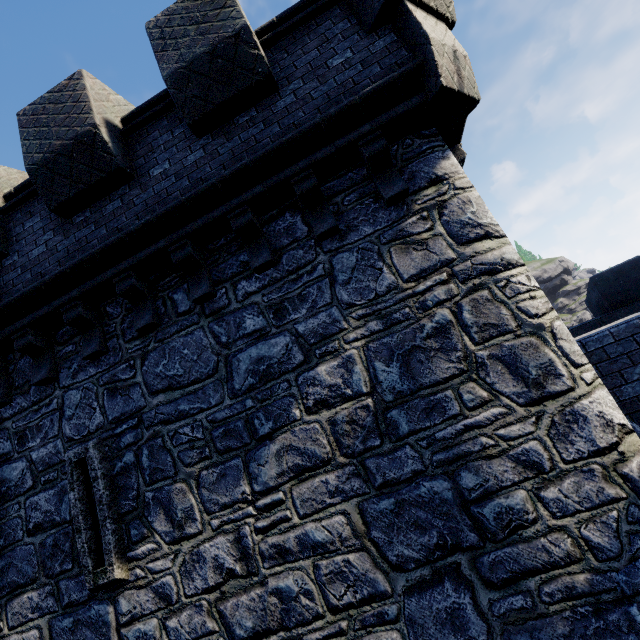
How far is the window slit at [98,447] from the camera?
4.22m

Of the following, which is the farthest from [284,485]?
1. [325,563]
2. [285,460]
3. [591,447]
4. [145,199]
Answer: [145,199]

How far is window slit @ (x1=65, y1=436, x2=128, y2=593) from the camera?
4.22m

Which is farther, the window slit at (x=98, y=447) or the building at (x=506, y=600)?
the window slit at (x=98, y=447)

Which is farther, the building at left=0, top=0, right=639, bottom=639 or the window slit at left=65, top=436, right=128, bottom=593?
the window slit at left=65, top=436, right=128, bottom=593
